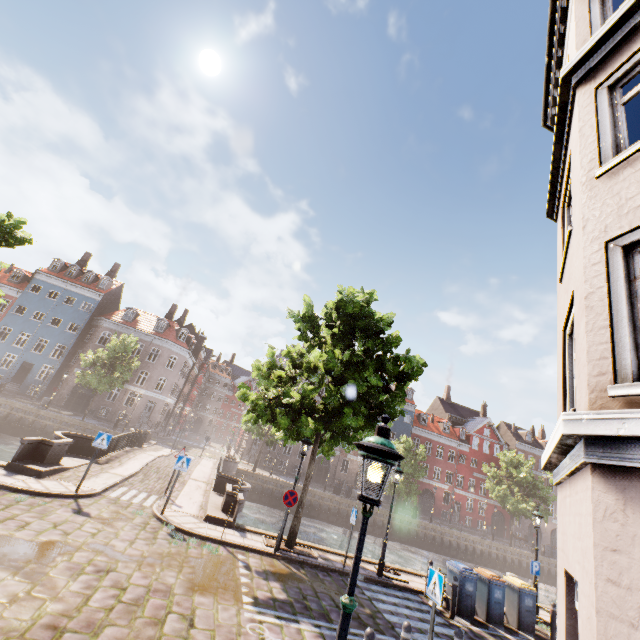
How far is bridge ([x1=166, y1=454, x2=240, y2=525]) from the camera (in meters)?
12.49

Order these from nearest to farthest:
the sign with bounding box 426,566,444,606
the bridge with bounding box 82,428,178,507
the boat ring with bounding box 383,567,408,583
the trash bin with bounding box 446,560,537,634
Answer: the sign with bounding box 426,566,444,606 < the trash bin with bounding box 446,560,537,634 < the boat ring with bounding box 383,567,408,583 < the bridge with bounding box 82,428,178,507

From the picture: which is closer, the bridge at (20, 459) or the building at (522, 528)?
the bridge at (20, 459)

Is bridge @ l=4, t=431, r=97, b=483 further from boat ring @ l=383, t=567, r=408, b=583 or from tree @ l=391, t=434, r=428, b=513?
boat ring @ l=383, t=567, r=408, b=583

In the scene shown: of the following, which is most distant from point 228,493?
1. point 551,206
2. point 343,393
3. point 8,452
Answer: point 8,452

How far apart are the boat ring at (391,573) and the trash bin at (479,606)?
2.24m

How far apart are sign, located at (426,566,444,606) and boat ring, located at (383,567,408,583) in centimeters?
666cm

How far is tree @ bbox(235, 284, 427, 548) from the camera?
11.35m
